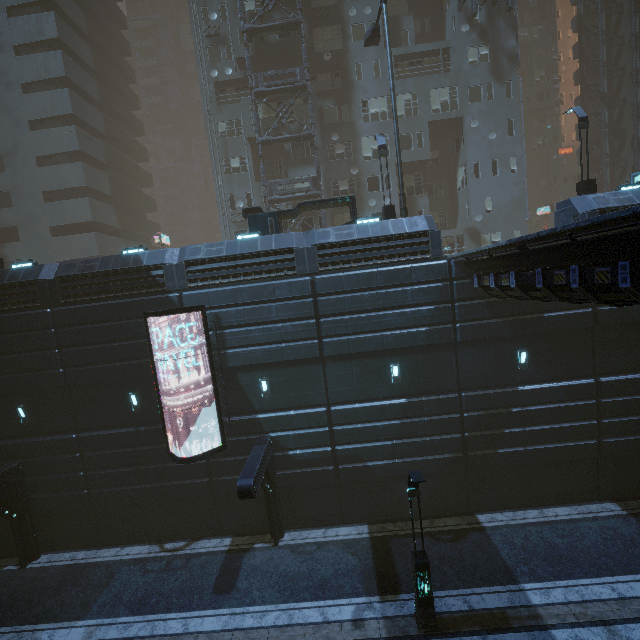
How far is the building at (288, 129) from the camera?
25.5m

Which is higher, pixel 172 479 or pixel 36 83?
pixel 36 83

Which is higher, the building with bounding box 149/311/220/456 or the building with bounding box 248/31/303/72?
the building with bounding box 248/31/303/72

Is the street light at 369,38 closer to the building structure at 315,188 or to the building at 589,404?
the building at 589,404

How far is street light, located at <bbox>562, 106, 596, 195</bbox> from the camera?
15.9m

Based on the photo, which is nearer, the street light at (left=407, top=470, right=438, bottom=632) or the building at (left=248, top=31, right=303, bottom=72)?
the street light at (left=407, top=470, right=438, bottom=632)

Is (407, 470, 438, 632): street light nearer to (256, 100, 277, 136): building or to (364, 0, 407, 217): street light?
(256, 100, 277, 136): building

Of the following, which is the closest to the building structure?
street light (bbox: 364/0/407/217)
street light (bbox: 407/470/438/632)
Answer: street light (bbox: 364/0/407/217)
